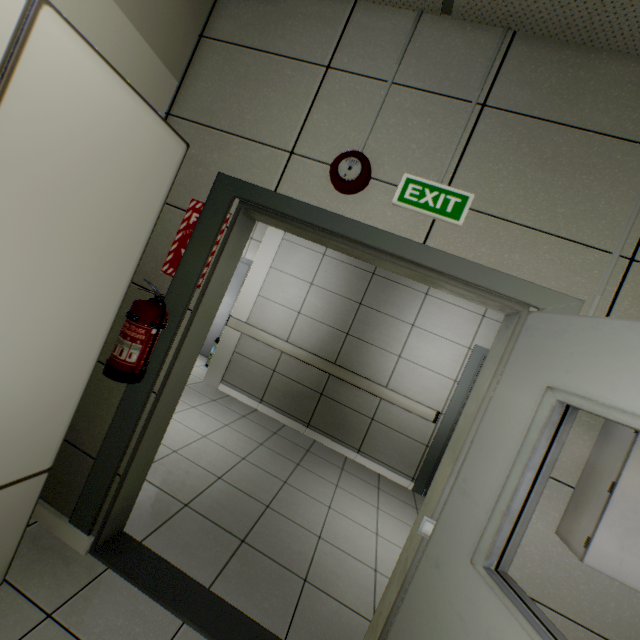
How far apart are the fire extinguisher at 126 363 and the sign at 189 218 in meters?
0.2 m

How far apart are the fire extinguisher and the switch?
1.50m

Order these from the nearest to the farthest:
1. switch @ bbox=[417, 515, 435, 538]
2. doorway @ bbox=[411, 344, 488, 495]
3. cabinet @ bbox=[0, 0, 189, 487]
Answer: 1. cabinet @ bbox=[0, 0, 189, 487]
2. switch @ bbox=[417, 515, 435, 538]
3. doorway @ bbox=[411, 344, 488, 495]

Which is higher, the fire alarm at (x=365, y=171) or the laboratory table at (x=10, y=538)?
the fire alarm at (x=365, y=171)

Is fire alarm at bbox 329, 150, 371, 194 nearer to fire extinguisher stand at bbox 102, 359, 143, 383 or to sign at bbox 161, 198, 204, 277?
sign at bbox 161, 198, 204, 277

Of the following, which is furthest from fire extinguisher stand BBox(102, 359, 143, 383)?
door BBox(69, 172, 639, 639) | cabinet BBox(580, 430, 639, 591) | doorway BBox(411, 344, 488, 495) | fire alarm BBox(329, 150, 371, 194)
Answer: doorway BBox(411, 344, 488, 495)

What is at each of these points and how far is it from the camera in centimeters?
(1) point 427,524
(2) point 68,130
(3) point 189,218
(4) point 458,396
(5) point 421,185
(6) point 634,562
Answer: (1) switch, 141cm
(2) cabinet, 92cm
(3) sign, 178cm
(4) doorway, 438cm
(5) exit sign, 152cm
(6) cabinet, 111cm

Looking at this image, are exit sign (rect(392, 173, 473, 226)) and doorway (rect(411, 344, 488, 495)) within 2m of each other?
no
